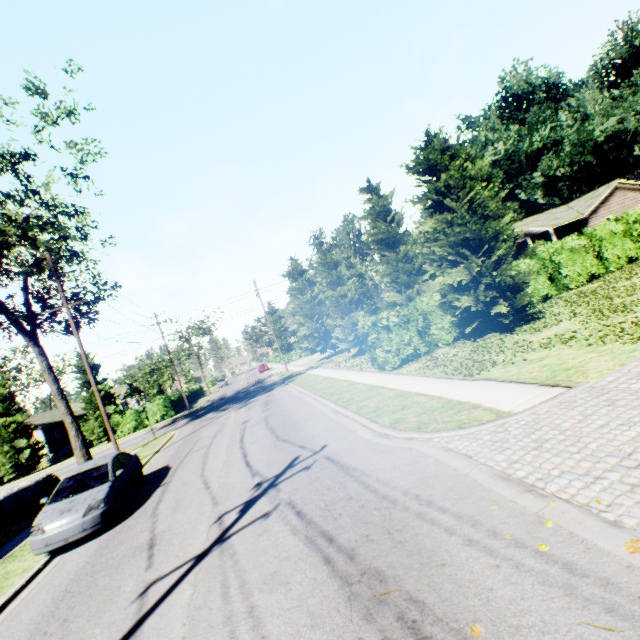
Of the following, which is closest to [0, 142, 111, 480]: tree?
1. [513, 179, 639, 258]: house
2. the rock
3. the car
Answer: the rock

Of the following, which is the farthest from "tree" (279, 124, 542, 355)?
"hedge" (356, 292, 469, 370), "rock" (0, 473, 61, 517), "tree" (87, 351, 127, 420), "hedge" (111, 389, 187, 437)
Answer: "tree" (87, 351, 127, 420)

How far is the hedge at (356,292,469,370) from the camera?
15.3m

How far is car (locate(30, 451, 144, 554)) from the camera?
8.21m

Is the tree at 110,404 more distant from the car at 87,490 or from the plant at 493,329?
the plant at 493,329

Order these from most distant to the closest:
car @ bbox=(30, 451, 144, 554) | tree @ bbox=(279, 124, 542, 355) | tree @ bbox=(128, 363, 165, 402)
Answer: tree @ bbox=(128, 363, 165, 402), tree @ bbox=(279, 124, 542, 355), car @ bbox=(30, 451, 144, 554)

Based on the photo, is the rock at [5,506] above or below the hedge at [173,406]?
below

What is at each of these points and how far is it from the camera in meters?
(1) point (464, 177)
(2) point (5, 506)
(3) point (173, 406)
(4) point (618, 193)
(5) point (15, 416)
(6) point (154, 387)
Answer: (1) tree, 21.7
(2) rock, 16.4
(3) hedge, 37.3
(4) house, 33.6
(5) tree, 33.6
(6) tree, 50.8
